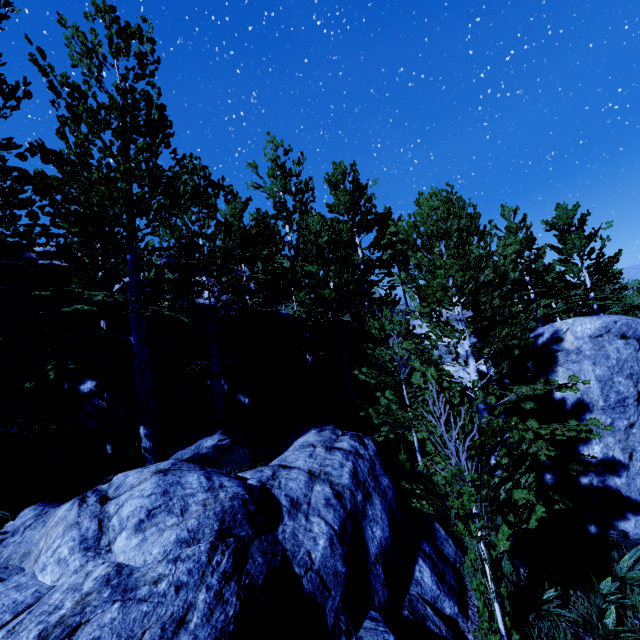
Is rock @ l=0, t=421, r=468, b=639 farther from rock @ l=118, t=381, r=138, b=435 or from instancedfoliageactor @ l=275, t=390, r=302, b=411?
A: rock @ l=118, t=381, r=138, b=435

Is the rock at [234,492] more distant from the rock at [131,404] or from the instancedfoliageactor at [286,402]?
the rock at [131,404]

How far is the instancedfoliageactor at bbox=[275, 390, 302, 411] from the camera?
12.2m

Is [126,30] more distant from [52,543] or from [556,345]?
[556,345]

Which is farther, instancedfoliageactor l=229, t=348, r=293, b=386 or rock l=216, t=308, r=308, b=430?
rock l=216, t=308, r=308, b=430

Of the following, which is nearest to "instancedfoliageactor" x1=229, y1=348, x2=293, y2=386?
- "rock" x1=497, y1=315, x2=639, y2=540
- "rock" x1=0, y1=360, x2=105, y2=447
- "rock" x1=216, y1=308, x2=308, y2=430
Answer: "rock" x1=497, y1=315, x2=639, y2=540

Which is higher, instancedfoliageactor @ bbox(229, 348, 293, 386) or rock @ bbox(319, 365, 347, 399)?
instancedfoliageactor @ bbox(229, 348, 293, 386)

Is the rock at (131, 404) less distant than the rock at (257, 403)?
Yes
